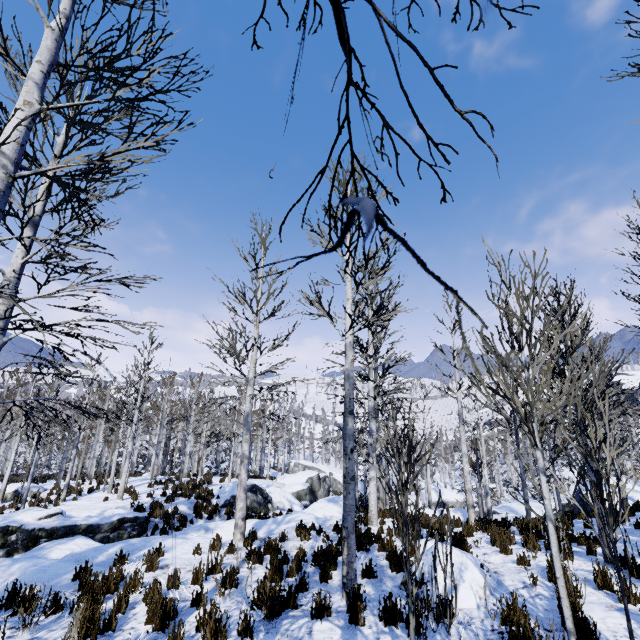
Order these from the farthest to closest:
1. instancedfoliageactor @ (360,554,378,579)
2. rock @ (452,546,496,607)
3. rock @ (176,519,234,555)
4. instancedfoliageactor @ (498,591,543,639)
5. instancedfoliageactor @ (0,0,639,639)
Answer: rock @ (176,519,234,555)
instancedfoliageactor @ (360,554,378,579)
rock @ (452,546,496,607)
instancedfoliageactor @ (498,591,543,639)
instancedfoliageactor @ (0,0,639,639)

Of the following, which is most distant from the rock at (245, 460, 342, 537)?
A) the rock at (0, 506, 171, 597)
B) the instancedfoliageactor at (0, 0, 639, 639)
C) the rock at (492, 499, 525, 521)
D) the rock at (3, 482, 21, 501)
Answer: the rock at (3, 482, 21, 501)

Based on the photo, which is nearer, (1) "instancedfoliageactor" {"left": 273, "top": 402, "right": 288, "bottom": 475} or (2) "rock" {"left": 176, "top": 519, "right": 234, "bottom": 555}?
(2) "rock" {"left": 176, "top": 519, "right": 234, "bottom": 555}

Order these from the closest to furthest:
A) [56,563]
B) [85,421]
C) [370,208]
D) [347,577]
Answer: [370,208]
[347,577]
[56,563]
[85,421]

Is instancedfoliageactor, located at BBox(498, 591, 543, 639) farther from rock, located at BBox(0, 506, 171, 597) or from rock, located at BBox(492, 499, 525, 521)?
rock, located at BBox(492, 499, 525, 521)

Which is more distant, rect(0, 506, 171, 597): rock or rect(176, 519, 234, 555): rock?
rect(176, 519, 234, 555): rock

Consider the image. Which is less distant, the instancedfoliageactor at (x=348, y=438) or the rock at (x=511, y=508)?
the instancedfoliageactor at (x=348, y=438)

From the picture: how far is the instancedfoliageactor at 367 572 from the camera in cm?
647
